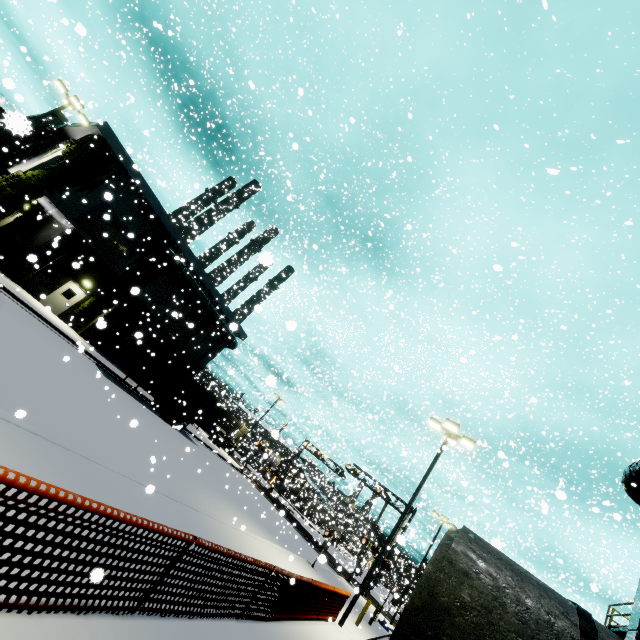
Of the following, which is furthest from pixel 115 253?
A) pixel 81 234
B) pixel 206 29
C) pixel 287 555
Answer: pixel 287 555

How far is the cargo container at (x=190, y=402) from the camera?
21.39m

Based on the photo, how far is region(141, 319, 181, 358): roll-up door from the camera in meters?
28.4 m

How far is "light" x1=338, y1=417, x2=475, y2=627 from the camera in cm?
1334

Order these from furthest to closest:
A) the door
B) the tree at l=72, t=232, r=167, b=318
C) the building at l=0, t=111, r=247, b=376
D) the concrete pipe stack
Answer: the tree at l=72, t=232, r=167, b=318 < the door < the building at l=0, t=111, r=247, b=376 < the concrete pipe stack

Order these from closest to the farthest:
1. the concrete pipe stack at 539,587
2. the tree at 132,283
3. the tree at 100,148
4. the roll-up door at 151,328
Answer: the concrete pipe stack at 539,587 < the tree at 100,148 < the tree at 132,283 < the roll-up door at 151,328

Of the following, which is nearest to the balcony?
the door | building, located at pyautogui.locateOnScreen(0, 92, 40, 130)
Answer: building, located at pyautogui.locateOnScreen(0, 92, 40, 130)

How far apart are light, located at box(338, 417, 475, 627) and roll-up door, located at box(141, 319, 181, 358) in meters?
22.5 m
